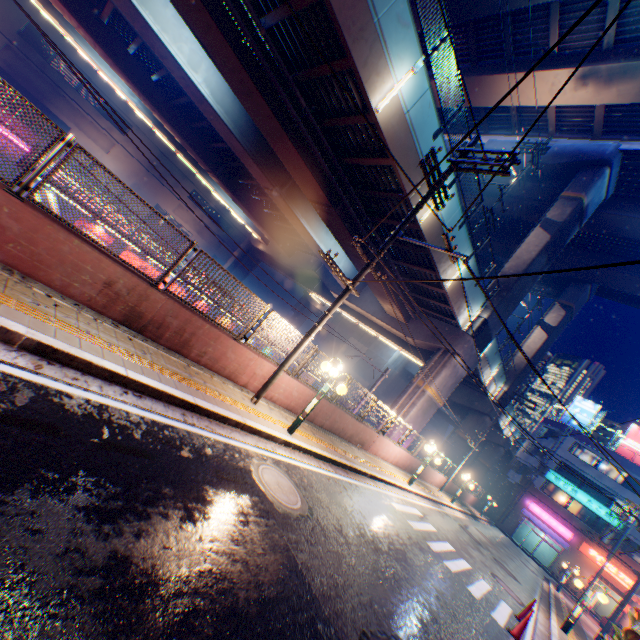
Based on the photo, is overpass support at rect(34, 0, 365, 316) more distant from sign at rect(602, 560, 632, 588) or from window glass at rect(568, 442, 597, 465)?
sign at rect(602, 560, 632, 588)

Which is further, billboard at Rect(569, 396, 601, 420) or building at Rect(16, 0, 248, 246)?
billboard at Rect(569, 396, 601, 420)

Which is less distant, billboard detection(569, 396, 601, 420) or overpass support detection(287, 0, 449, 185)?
overpass support detection(287, 0, 449, 185)

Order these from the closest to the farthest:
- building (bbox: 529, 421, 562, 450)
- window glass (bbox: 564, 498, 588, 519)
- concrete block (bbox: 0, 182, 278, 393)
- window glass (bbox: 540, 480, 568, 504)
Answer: concrete block (bbox: 0, 182, 278, 393)
window glass (bbox: 564, 498, 588, 519)
window glass (bbox: 540, 480, 568, 504)
building (bbox: 529, 421, 562, 450)

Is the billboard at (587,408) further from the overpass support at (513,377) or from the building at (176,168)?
the building at (176,168)

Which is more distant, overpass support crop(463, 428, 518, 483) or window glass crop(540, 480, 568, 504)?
overpass support crop(463, 428, 518, 483)

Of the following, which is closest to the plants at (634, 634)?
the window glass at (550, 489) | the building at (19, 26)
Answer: the window glass at (550, 489)

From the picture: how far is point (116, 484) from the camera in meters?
3.4 m
